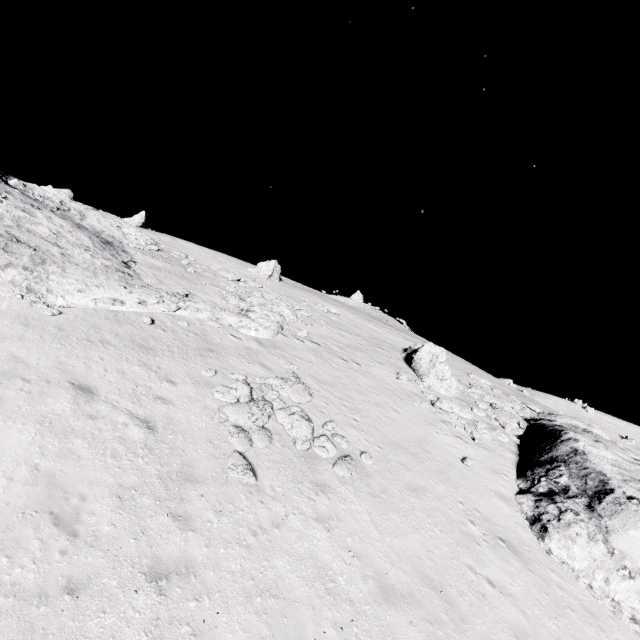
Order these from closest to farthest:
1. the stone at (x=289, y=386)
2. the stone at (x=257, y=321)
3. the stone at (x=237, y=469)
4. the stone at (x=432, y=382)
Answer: the stone at (x=237, y=469) → the stone at (x=289, y=386) → the stone at (x=257, y=321) → the stone at (x=432, y=382)

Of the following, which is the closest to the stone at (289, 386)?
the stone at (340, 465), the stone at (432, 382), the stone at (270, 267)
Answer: the stone at (340, 465)

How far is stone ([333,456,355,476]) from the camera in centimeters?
1079cm

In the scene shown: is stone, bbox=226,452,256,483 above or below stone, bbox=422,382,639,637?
below

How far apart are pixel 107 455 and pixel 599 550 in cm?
1581

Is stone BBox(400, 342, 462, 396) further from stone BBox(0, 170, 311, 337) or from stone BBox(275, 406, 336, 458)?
stone BBox(0, 170, 311, 337)

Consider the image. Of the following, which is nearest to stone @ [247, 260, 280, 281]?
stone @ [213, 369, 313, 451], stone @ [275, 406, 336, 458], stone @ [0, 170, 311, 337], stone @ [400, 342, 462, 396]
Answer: stone @ [0, 170, 311, 337]

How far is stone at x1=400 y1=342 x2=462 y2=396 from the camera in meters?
21.4
